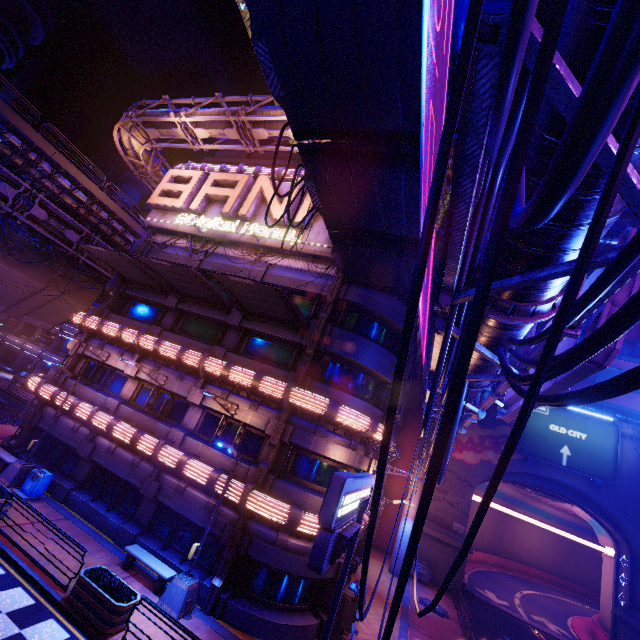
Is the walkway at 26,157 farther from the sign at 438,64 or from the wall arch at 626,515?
the wall arch at 626,515

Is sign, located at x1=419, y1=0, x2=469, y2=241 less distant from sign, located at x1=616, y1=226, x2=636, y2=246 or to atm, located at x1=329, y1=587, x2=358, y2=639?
sign, located at x1=616, y1=226, x2=636, y2=246

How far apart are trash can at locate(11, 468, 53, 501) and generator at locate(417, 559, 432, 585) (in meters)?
26.54

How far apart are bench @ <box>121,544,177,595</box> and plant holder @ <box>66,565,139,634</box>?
1.8 meters

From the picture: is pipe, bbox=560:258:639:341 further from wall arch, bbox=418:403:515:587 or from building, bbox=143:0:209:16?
building, bbox=143:0:209:16

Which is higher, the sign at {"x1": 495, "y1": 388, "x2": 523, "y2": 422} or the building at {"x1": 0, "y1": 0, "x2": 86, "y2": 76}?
the building at {"x1": 0, "y1": 0, "x2": 86, "y2": 76}

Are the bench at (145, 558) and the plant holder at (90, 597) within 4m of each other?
yes

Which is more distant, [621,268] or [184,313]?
[184,313]
